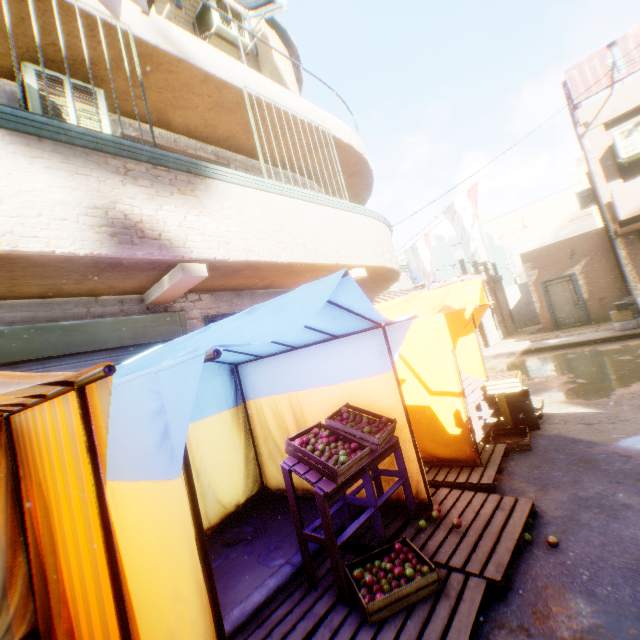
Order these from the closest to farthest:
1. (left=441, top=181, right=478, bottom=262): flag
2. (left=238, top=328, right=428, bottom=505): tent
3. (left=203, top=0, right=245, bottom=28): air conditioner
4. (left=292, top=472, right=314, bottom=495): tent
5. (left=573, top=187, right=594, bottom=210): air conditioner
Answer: (left=238, top=328, right=428, bottom=505): tent → (left=292, top=472, right=314, bottom=495): tent → (left=203, top=0, right=245, bottom=28): air conditioner → (left=441, top=181, right=478, bottom=262): flag → (left=573, top=187, right=594, bottom=210): air conditioner

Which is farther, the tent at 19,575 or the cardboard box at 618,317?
the cardboard box at 618,317

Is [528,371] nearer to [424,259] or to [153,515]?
[424,259]

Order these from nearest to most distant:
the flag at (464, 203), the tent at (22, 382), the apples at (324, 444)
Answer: the tent at (22, 382), the apples at (324, 444), the flag at (464, 203)

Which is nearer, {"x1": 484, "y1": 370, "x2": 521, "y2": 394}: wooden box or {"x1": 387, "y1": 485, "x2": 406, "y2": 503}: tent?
{"x1": 387, "y1": 485, "x2": 406, "y2": 503}: tent

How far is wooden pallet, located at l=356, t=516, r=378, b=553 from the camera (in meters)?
3.24

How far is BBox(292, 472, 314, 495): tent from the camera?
4.5 meters

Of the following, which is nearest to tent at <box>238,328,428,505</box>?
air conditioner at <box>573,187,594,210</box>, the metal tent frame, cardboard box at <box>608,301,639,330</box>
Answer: the metal tent frame
